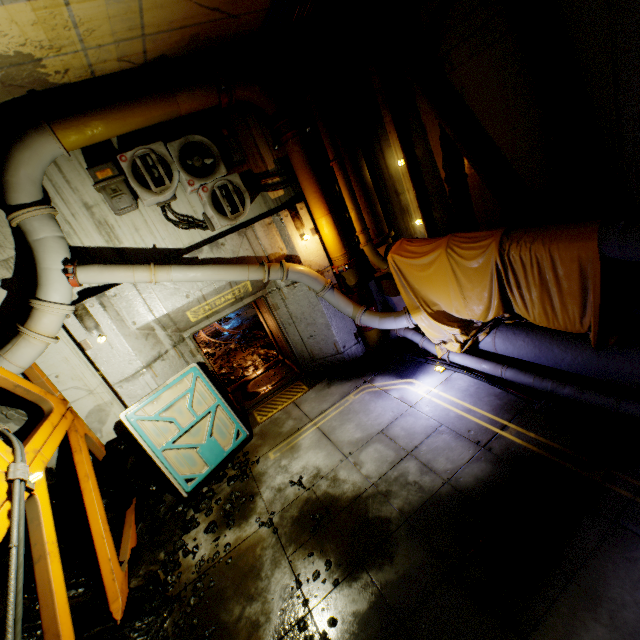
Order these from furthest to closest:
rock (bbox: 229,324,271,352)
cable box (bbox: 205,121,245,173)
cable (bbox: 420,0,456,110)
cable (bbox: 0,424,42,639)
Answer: rock (bbox: 229,324,271,352) → cable box (bbox: 205,121,245,173) → cable (bbox: 420,0,456,110) → cable (bbox: 0,424,42,639)

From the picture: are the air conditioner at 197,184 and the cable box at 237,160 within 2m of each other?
yes

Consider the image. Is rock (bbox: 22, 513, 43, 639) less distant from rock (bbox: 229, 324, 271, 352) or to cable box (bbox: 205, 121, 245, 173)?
rock (bbox: 229, 324, 271, 352)

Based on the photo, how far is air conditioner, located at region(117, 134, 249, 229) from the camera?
5.6m

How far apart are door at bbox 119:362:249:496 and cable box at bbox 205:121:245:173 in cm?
399

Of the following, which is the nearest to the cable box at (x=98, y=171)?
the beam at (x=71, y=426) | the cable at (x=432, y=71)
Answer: the beam at (x=71, y=426)

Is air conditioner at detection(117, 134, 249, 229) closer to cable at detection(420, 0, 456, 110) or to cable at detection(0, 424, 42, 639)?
cable at detection(0, 424, 42, 639)

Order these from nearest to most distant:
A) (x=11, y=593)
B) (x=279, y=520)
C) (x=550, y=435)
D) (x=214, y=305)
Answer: (x=11, y=593) < (x=550, y=435) < (x=279, y=520) < (x=214, y=305)
